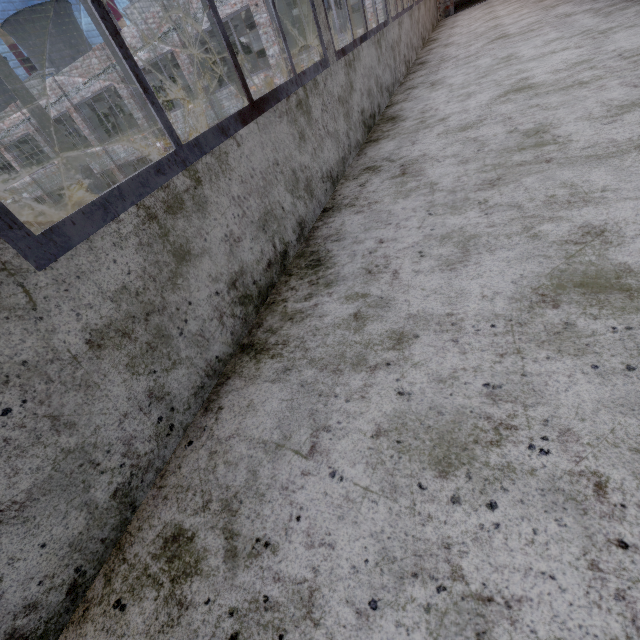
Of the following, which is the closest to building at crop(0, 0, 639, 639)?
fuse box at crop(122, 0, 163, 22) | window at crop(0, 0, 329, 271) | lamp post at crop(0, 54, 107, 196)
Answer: window at crop(0, 0, 329, 271)

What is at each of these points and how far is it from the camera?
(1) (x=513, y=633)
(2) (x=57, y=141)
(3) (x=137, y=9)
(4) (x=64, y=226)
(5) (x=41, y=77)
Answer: (1) building, 0.7m
(2) lamp post, 7.2m
(3) fuse box, 18.1m
(4) window, 1.0m
(5) fuse box, 23.0m

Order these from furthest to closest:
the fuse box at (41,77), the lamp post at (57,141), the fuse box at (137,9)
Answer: the fuse box at (41,77) < the fuse box at (137,9) < the lamp post at (57,141)

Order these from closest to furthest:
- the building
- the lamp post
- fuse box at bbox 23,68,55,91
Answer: the building < the lamp post < fuse box at bbox 23,68,55,91

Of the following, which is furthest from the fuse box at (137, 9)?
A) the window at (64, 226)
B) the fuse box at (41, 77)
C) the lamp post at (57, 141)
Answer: the window at (64, 226)

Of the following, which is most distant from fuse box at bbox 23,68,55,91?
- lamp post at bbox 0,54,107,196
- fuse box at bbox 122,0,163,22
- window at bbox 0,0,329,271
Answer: window at bbox 0,0,329,271

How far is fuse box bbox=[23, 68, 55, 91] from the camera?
22.9m
